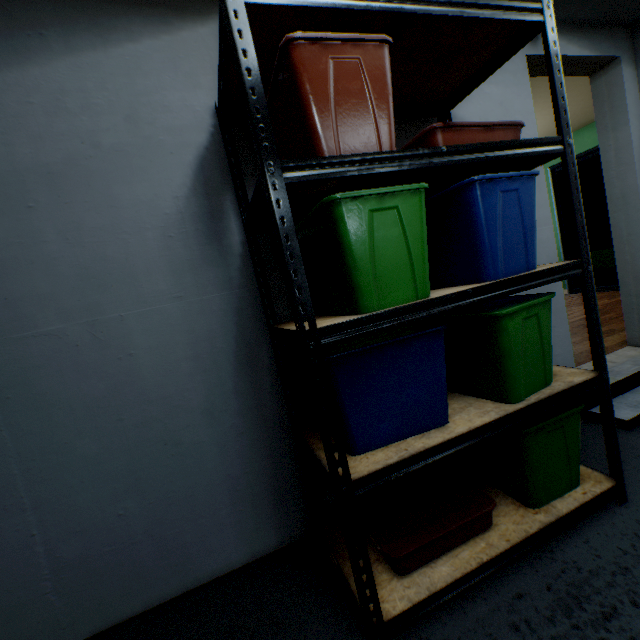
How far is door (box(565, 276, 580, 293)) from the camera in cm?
544

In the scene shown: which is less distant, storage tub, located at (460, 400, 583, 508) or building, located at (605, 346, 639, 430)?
storage tub, located at (460, 400, 583, 508)

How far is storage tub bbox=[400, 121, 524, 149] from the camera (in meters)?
1.12

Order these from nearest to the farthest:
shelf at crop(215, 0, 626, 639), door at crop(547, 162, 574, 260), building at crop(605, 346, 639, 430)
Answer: shelf at crop(215, 0, 626, 639) < building at crop(605, 346, 639, 430) < door at crop(547, 162, 574, 260)

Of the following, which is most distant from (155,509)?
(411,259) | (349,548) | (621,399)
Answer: (621,399)

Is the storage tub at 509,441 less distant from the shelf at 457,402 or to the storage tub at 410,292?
the shelf at 457,402

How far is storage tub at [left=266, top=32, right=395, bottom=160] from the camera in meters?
1.0 m

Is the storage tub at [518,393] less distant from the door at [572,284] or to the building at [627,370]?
the building at [627,370]
